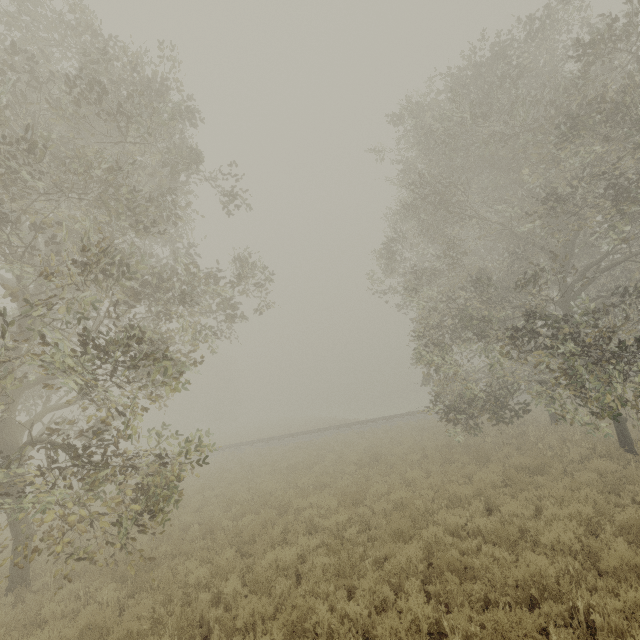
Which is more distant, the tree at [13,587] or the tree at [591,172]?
the tree at [591,172]

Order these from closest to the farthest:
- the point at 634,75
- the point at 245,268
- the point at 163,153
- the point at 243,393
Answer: the point at 634,75
the point at 163,153
the point at 245,268
the point at 243,393

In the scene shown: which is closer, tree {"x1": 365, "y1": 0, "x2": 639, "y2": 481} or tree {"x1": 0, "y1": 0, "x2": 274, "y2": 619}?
tree {"x1": 0, "y1": 0, "x2": 274, "y2": 619}
